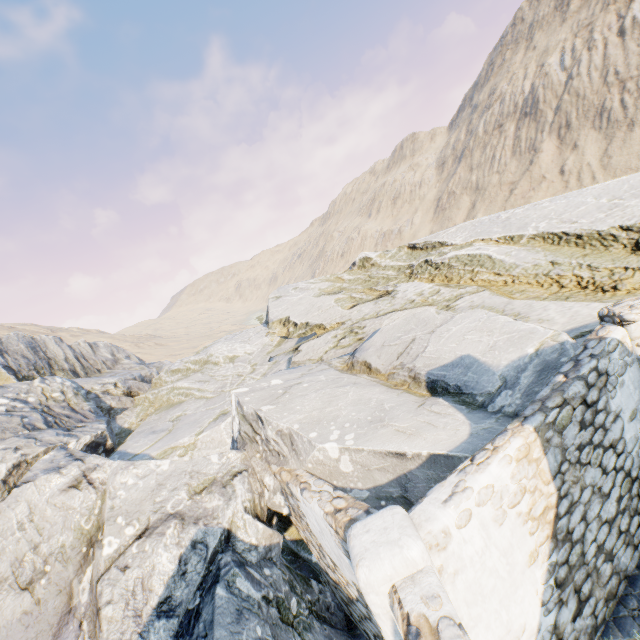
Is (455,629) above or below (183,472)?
below

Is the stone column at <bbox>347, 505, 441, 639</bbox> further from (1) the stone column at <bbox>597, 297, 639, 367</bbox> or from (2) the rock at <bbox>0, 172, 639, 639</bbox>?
(1) the stone column at <bbox>597, 297, 639, 367</bbox>

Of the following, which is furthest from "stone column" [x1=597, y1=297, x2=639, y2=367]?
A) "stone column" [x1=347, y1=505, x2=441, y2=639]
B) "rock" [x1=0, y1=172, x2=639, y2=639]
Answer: "stone column" [x1=347, y1=505, x2=441, y2=639]

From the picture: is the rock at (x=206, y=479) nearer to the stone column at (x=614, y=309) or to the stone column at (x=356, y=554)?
the stone column at (x=356, y=554)
